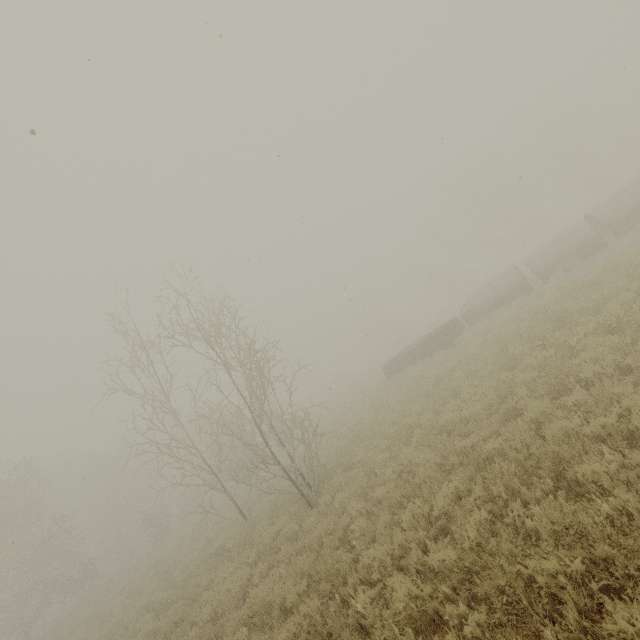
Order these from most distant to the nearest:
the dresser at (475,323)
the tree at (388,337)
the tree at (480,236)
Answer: the tree at (388,337) → the tree at (480,236) → the dresser at (475,323)

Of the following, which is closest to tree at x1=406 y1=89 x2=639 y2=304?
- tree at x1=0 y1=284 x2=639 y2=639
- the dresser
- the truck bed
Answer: the truck bed

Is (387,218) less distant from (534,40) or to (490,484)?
(490,484)

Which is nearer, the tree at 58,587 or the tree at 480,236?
the tree at 58,587

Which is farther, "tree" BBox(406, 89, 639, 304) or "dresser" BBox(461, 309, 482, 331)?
"tree" BBox(406, 89, 639, 304)

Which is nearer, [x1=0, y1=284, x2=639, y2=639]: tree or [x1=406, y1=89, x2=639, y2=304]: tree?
[x1=0, y1=284, x2=639, y2=639]: tree

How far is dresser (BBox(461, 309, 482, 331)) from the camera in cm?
1869

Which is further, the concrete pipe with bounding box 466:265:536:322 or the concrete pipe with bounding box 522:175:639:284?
the concrete pipe with bounding box 466:265:536:322
